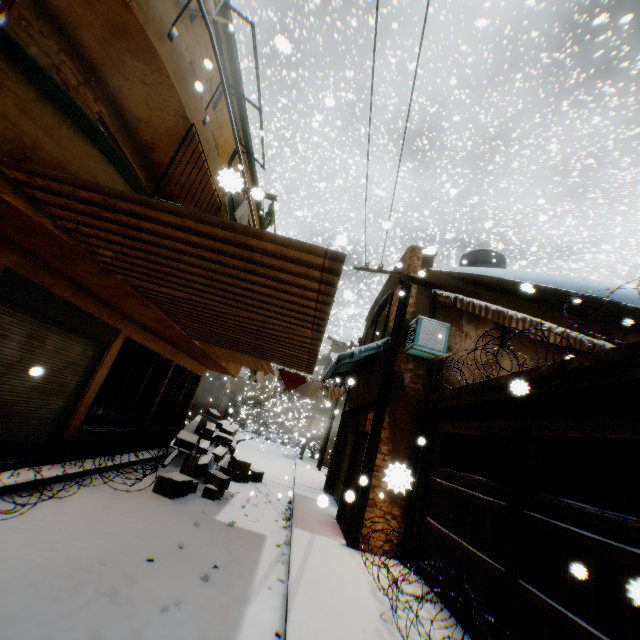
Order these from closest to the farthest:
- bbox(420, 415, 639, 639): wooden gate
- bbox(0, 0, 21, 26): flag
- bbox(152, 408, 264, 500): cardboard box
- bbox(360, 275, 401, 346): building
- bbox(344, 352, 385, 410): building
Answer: bbox(0, 0, 21, 26): flag < bbox(420, 415, 639, 639): wooden gate < bbox(152, 408, 264, 500): cardboard box < bbox(344, 352, 385, 410): building < bbox(360, 275, 401, 346): building

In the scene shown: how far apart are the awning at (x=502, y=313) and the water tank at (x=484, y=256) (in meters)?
2.20

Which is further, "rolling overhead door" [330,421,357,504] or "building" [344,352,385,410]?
"rolling overhead door" [330,421,357,504]

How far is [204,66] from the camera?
8.0 meters

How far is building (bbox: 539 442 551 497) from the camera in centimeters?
734cm

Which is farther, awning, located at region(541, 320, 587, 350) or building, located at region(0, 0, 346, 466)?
awning, located at region(541, 320, 587, 350)

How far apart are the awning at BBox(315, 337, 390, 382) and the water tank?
4.0m
